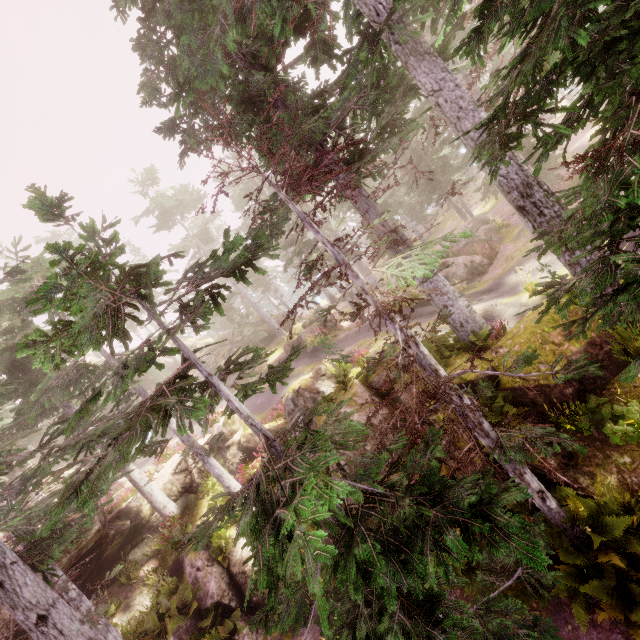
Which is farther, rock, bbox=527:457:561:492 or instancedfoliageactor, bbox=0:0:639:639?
rock, bbox=527:457:561:492

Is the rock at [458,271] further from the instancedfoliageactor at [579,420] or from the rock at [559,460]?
the rock at [559,460]

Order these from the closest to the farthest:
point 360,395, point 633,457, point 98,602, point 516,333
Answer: point 633,457
point 516,333
point 360,395
point 98,602

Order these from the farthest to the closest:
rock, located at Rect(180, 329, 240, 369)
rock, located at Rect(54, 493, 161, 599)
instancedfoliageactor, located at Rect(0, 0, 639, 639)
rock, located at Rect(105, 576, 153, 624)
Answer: rock, located at Rect(180, 329, 240, 369) < rock, located at Rect(105, 576, 153, 624) < rock, located at Rect(54, 493, 161, 599) < instancedfoliageactor, located at Rect(0, 0, 639, 639)

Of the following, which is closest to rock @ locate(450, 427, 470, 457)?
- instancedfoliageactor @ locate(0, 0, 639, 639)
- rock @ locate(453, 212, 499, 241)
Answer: instancedfoliageactor @ locate(0, 0, 639, 639)

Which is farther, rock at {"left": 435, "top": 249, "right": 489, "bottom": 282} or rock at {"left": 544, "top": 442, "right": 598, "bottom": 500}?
rock at {"left": 435, "top": 249, "right": 489, "bottom": 282}

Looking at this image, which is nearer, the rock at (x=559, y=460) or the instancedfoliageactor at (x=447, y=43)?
the instancedfoliageactor at (x=447, y=43)
